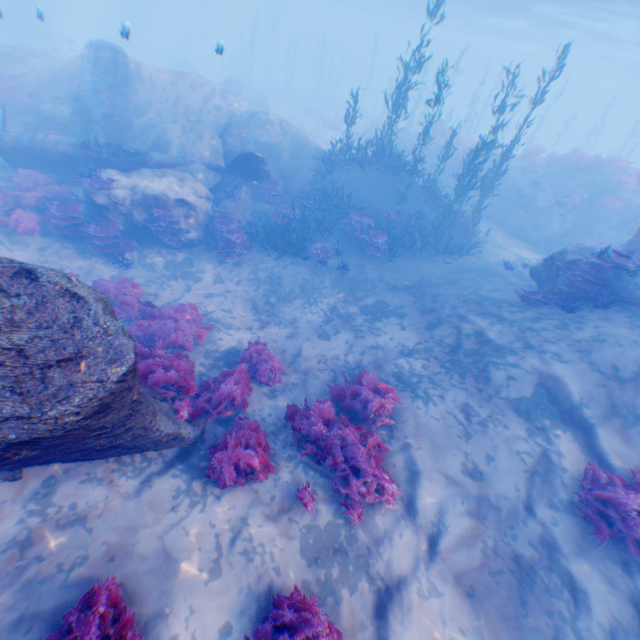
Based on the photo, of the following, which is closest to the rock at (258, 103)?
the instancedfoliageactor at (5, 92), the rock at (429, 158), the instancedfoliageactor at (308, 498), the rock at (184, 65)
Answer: the instancedfoliageactor at (5, 92)

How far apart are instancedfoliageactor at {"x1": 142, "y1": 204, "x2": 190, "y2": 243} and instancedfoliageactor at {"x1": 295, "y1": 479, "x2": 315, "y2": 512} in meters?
10.0 m

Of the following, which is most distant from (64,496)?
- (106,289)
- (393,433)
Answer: (106,289)

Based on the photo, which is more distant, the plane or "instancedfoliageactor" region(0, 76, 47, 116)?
"instancedfoliageactor" region(0, 76, 47, 116)

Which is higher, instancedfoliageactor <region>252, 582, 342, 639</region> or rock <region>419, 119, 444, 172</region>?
rock <region>419, 119, 444, 172</region>

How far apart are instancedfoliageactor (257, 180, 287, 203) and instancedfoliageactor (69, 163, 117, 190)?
5.44m

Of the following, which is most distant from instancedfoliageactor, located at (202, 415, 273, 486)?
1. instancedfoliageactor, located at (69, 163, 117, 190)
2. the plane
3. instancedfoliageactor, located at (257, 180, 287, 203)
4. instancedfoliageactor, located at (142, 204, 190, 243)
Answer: instancedfoliageactor, located at (257, 180, 287, 203)

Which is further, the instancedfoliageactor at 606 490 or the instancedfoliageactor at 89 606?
the instancedfoliageactor at 606 490
